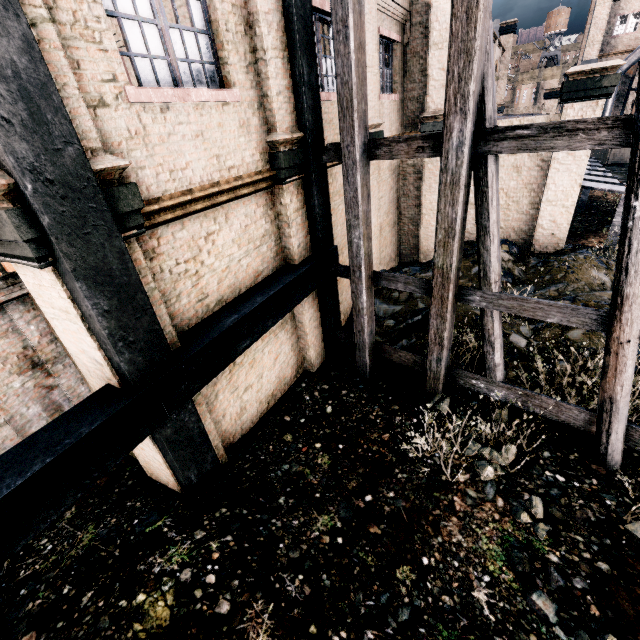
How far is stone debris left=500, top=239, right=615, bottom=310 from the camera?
10.1 meters

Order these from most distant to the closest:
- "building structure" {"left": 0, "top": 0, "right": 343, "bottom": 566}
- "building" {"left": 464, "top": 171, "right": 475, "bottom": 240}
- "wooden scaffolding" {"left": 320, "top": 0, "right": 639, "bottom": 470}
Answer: "building" {"left": 464, "top": 171, "right": 475, "bottom": 240} → "wooden scaffolding" {"left": 320, "top": 0, "right": 639, "bottom": 470} → "building structure" {"left": 0, "top": 0, "right": 343, "bottom": 566}

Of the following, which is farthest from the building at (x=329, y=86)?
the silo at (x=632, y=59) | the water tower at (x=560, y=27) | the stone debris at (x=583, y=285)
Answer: the water tower at (x=560, y=27)

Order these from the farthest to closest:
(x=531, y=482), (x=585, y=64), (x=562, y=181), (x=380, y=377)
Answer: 1. (x=585, y=64)
2. (x=562, y=181)
3. (x=380, y=377)
4. (x=531, y=482)

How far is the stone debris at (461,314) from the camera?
9.0m

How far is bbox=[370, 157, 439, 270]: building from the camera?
12.7 meters

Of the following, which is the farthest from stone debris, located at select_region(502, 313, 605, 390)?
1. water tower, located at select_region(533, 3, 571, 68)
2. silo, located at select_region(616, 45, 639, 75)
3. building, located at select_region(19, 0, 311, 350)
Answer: water tower, located at select_region(533, 3, 571, 68)

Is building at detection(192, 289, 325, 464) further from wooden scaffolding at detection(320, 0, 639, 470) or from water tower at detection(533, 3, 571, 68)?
water tower at detection(533, 3, 571, 68)
